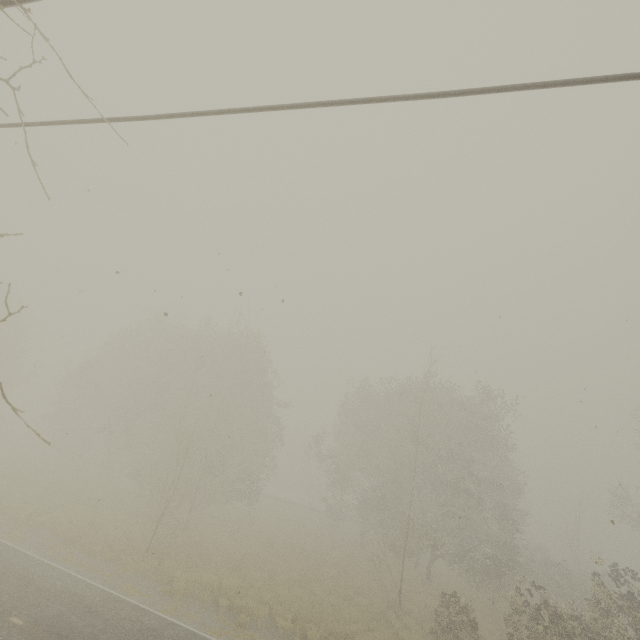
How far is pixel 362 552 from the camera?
28.38m
